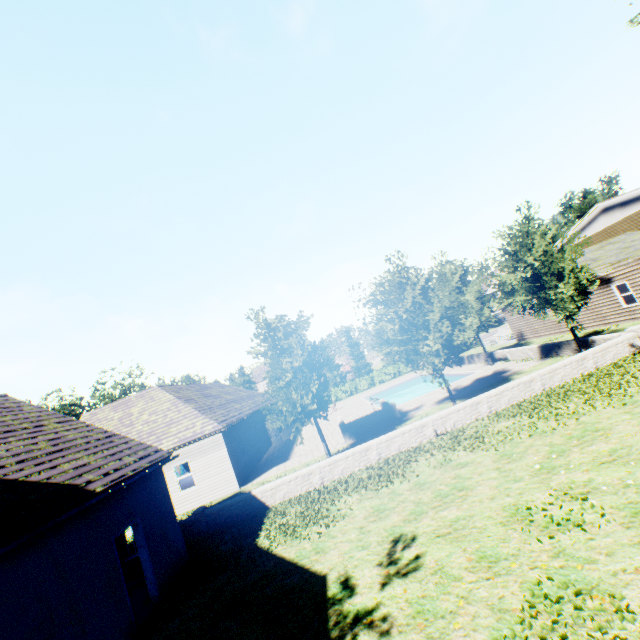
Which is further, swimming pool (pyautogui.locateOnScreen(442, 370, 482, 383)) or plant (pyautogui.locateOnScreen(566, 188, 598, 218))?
plant (pyautogui.locateOnScreen(566, 188, 598, 218))

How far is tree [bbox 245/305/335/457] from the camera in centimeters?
1433cm

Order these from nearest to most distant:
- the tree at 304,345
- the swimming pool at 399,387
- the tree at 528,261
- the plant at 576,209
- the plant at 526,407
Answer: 1. the plant at 526,407
2. the tree at 304,345
3. the tree at 528,261
4. the swimming pool at 399,387
5. the plant at 576,209

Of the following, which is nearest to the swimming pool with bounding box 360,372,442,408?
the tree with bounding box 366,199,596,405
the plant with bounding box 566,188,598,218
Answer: the tree with bounding box 366,199,596,405

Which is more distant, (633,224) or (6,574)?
(633,224)

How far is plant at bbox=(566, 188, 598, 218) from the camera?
43.6m

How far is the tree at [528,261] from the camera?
15.0 meters
